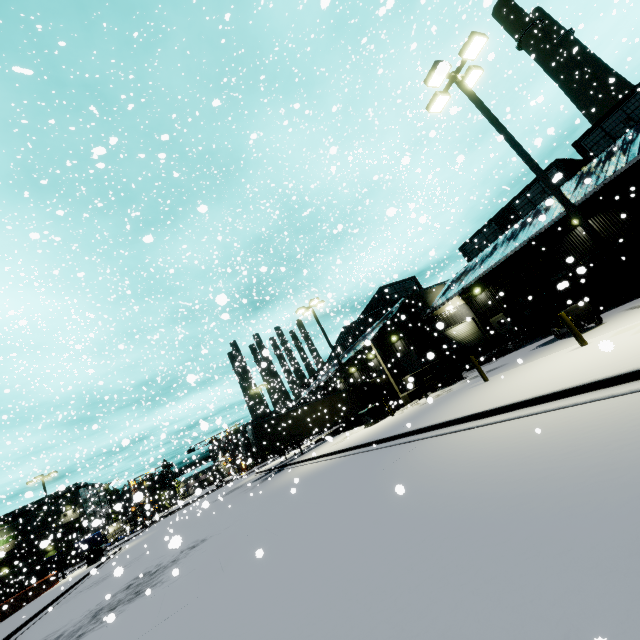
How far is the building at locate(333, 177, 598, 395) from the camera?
21.7 meters

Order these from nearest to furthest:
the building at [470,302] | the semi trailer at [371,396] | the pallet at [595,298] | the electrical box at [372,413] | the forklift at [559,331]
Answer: the forklift at [559,331] → the pallet at [595,298] → the electrical box at [372,413] → the building at [470,302] → the semi trailer at [371,396]

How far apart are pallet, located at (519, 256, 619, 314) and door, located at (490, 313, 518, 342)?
5.0m

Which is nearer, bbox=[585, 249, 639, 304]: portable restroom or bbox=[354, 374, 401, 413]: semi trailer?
bbox=[585, 249, 639, 304]: portable restroom

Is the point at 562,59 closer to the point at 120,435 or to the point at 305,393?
the point at 305,393

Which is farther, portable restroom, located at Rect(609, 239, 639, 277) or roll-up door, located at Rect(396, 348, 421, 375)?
roll-up door, located at Rect(396, 348, 421, 375)

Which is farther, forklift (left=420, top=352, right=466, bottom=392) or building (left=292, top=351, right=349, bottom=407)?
building (left=292, top=351, right=349, bottom=407)

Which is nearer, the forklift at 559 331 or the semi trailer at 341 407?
the forklift at 559 331
